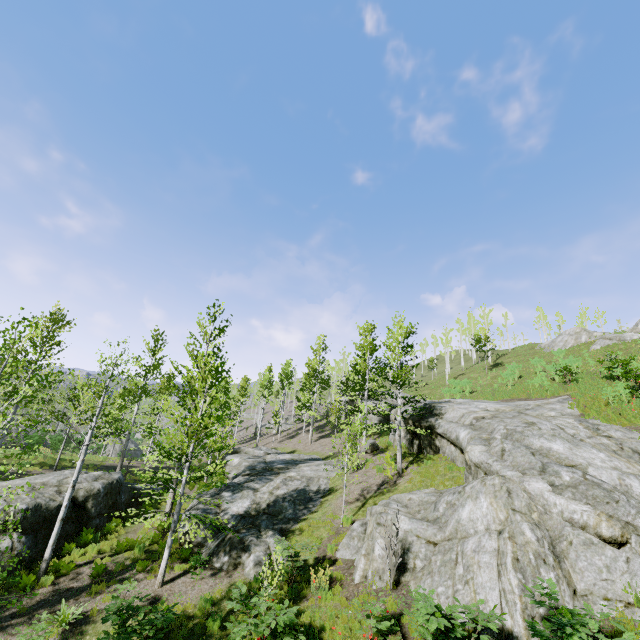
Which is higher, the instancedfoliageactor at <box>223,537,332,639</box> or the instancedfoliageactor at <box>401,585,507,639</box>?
the instancedfoliageactor at <box>401,585,507,639</box>

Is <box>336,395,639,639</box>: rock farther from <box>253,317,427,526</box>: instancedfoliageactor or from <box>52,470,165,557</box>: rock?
<box>52,470,165,557</box>: rock

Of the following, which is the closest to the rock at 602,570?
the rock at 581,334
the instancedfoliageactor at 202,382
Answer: the instancedfoliageactor at 202,382

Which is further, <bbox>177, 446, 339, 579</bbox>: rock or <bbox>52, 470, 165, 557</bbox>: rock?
<bbox>52, 470, 165, 557</bbox>: rock

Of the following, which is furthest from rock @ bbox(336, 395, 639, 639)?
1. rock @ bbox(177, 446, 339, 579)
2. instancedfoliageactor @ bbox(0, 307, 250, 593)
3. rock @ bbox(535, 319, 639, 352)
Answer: rock @ bbox(535, 319, 639, 352)

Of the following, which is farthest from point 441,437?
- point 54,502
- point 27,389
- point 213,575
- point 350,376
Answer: point 27,389

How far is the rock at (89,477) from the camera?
14.1 meters

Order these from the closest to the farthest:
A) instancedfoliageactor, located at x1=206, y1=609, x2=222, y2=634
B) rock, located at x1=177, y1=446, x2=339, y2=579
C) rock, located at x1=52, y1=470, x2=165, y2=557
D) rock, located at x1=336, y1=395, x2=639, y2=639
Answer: rock, located at x1=336, y1=395, x2=639, y2=639
instancedfoliageactor, located at x1=206, y1=609, x2=222, y2=634
rock, located at x1=177, y1=446, x2=339, y2=579
rock, located at x1=52, y1=470, x2=165, y2=557
